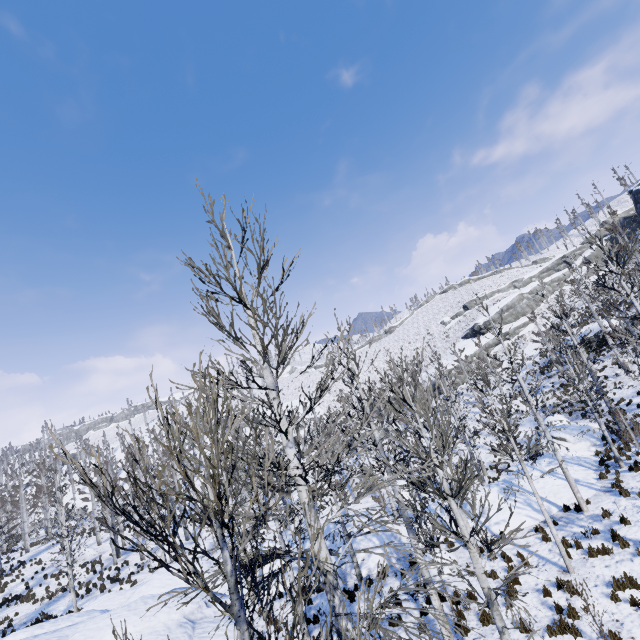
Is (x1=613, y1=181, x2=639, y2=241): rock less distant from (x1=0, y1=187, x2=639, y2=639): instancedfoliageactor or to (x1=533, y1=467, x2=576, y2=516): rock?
(x1=0, y1=187, x2=639, y2=639): instancedfoliageactor

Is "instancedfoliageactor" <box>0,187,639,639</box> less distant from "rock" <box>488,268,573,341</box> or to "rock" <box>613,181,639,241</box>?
"rock" <box>488,268,573,341</box>

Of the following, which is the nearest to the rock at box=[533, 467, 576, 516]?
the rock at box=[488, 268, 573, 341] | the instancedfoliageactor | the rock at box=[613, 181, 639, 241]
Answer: the instancedfoliageactor

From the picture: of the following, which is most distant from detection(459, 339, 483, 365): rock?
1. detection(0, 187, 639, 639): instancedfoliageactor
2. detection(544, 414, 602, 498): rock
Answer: detection(544, 414, 602, 498): rock

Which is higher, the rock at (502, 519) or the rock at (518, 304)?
the rock at (518, 304)

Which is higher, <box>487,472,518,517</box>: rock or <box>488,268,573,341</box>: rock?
<box>488,268,573,341</box>: rock

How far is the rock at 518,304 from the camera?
51.0 meters

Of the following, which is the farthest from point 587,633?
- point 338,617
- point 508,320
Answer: point 508,320
